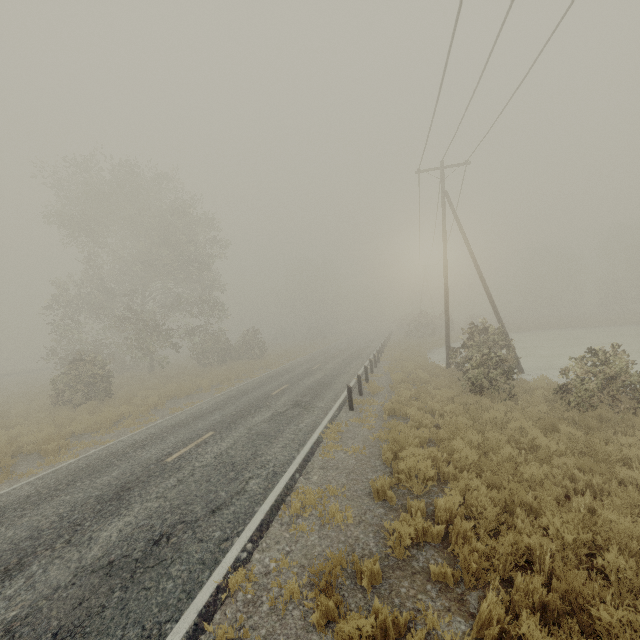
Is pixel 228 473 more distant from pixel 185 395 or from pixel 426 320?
pixel 426 320

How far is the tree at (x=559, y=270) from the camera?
56.88m

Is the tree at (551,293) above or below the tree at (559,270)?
below

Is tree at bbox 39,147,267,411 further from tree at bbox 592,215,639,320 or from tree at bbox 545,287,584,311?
tree at bbox 545,287,584,311

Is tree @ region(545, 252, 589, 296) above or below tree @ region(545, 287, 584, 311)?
above

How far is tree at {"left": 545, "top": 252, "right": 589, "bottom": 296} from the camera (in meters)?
56.88

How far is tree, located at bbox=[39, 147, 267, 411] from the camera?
23.6 meters
